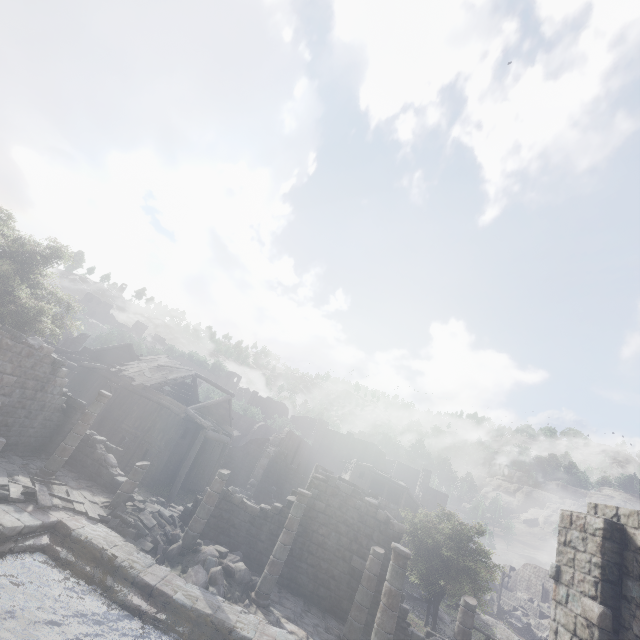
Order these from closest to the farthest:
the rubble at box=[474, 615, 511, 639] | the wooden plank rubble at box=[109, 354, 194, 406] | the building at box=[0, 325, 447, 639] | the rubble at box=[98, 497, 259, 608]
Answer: the building at box=[0, 325, 447, 639], the rubble at box=[98, 497, 259, 608], the wooden plank rubble at box=[109, 354, 194, 406], the rubble at box=[474, 615, 511, 639]

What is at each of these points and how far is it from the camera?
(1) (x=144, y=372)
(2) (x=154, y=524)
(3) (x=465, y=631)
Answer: (1) wooden plank rubble, 28.16m
(2) rubble, 12.77m
(3) building, 11.35m

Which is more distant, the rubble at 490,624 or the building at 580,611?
the rubble at 490,624

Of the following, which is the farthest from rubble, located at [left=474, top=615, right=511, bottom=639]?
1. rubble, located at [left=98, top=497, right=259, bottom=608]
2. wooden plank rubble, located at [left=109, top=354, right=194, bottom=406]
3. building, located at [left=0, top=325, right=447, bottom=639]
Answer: wooden plank rubble, located at [left=109, top=354, right=194, bottom=406]

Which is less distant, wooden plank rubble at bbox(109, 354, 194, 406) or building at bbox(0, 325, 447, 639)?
building at bbox(0, 325, 447, 639)

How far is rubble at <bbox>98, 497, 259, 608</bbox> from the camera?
11.1 meters

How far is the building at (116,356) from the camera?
31.9 meters

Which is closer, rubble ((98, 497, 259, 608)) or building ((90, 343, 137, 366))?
rubble ((98, 497, 259, 608))
